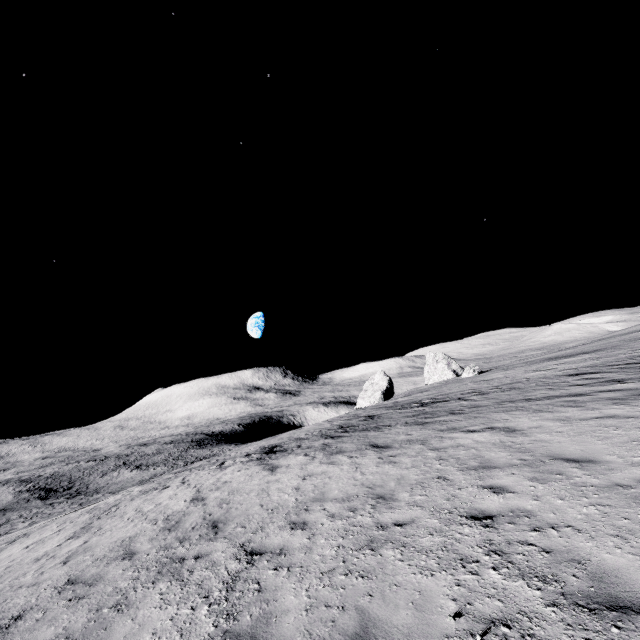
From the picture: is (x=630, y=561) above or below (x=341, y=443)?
below

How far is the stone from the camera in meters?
52.6 m

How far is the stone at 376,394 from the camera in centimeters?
5262cm
